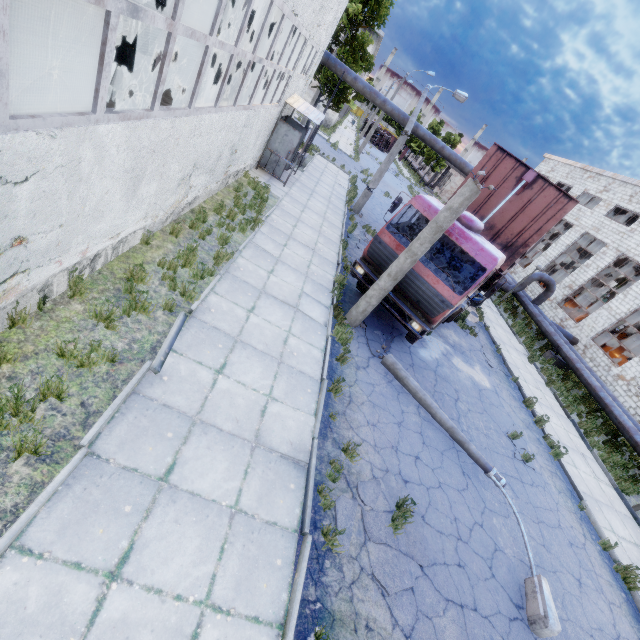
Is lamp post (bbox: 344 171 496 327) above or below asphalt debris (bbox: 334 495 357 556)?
above

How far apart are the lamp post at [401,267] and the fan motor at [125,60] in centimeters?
1519cm

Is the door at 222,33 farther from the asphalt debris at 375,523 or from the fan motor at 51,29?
the asphalt debris at 375,523

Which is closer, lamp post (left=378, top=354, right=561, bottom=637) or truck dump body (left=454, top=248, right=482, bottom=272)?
lamp post (left=378, top=354, right=561, bottom=637)

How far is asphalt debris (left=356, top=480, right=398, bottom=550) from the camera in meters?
5.2

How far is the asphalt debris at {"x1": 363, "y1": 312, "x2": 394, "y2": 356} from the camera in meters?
9.1 m

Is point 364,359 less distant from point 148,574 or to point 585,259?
point 148,574

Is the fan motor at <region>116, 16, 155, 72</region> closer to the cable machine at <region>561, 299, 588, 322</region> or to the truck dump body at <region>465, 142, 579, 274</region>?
the truck dump body at <region>465, 142, 579, 274</region>
